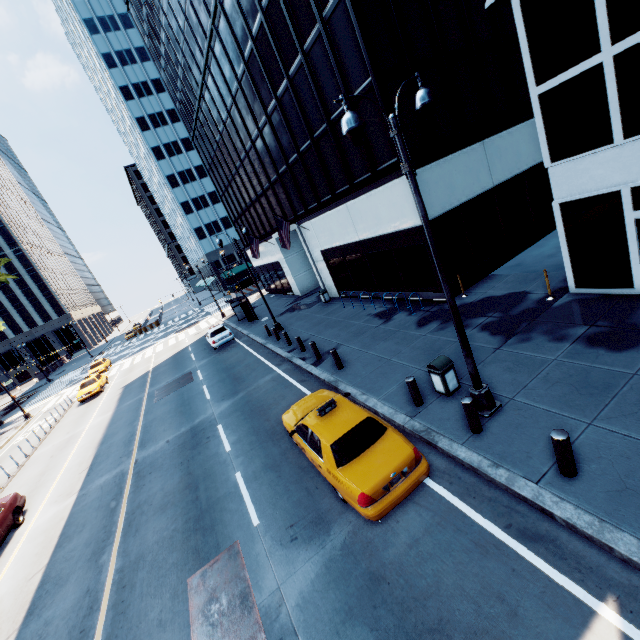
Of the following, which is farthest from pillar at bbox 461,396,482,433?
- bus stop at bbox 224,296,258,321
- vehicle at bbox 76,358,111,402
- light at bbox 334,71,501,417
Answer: vehicle at bbox 76,358,111,402

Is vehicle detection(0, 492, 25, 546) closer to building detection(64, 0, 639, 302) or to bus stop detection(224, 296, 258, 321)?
bus stop detection(224, 296, 258, 321)

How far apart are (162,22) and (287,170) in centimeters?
1973cm

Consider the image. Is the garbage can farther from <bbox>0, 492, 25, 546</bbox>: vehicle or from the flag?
the flag

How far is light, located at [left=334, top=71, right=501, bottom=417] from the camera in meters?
5.7 m

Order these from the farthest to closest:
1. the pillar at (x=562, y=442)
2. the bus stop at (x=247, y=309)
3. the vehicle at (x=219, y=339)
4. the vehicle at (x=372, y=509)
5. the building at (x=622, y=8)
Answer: the bus stop at (x=247, y=309) → the vehicle at (x=219, y=339) → the building at (x=622, y=8) → the vehicle at (x=372, y=509) → the pillar at (x=562, y=442)

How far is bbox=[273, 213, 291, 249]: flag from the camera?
22.00m

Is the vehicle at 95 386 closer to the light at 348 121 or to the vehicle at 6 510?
the vehicle at 6 510
